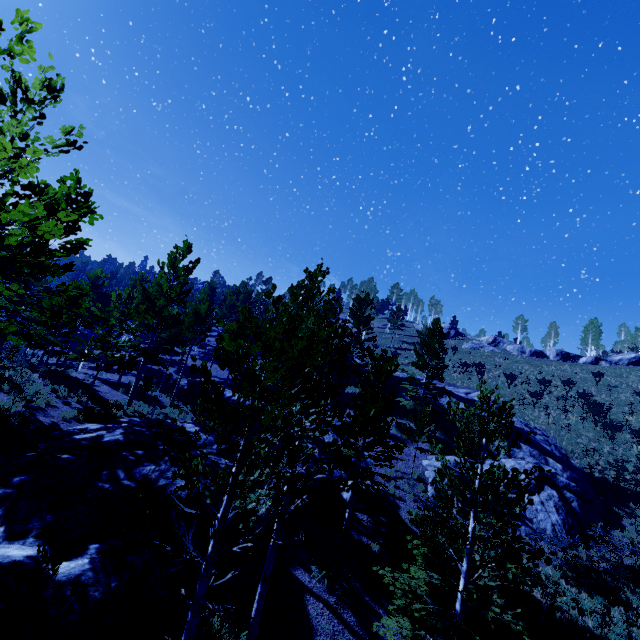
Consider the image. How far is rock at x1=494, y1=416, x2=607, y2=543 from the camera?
16.9m

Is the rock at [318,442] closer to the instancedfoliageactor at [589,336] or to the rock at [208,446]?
the rock at [208,446]

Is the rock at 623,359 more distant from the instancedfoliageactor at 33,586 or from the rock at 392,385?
the instancedfoliageactor at 33,586

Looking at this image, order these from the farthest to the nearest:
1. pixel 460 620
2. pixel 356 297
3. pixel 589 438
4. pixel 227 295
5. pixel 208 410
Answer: pixel 227 295, pixel 356 297, pixel 589 438, pixel 460 620, pixel 208 410

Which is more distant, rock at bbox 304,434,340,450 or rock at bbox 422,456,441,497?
rock at bbox 304,434,340,450

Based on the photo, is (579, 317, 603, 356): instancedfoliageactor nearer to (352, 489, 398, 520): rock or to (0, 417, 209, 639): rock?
(352, 489, 398, 520): rock

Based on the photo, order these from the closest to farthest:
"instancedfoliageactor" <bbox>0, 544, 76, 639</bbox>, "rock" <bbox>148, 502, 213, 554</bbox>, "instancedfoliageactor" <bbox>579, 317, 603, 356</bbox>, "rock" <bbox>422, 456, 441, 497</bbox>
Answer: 1. "instancedfoliageactor" <bbox>0, 544, 76, 639</bbox>
2. "rock" <bbox>148, 502, 213, 554</bbox>
3. "rock" <bbox>422, 456, 441, 497</bbox>
4. "instancedfoliageactor" <bbox>579, 317, 603, 356</bbox>

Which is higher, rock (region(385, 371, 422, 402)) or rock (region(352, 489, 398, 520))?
rock (region(385, 371, 422, 402))
